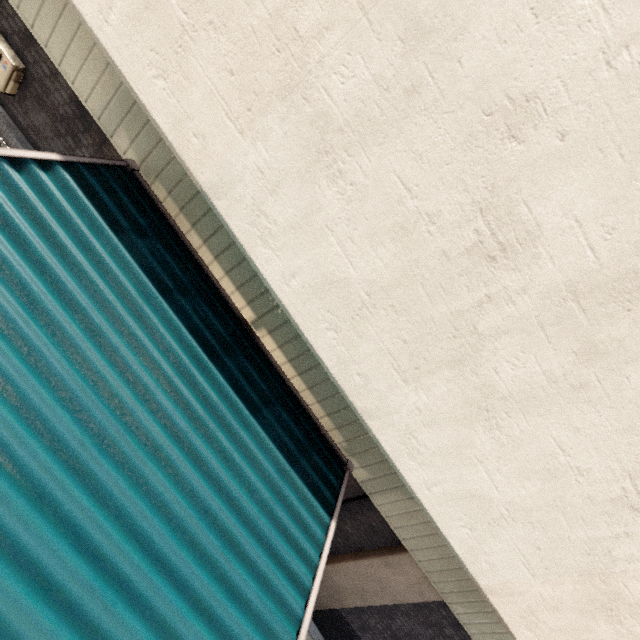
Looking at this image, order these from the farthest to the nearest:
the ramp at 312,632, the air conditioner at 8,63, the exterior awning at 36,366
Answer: the ramp at 312,632
the air conditioner at 8,63
the exterior awning at 36,366

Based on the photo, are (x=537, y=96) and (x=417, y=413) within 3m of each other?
yes

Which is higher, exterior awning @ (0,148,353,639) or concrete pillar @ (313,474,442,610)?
exterior awning @ (0,148,353,639)

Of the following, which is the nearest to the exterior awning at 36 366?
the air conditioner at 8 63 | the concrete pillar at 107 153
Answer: the concrete pillar at 107 153

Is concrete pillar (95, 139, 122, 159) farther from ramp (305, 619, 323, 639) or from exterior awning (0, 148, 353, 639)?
ramp (305, 619, 323, 639)

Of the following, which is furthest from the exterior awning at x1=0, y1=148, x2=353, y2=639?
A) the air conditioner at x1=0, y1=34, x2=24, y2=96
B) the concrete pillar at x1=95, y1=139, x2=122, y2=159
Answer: the air conditioner at x1=0, y1=34, x2=24, y2=96

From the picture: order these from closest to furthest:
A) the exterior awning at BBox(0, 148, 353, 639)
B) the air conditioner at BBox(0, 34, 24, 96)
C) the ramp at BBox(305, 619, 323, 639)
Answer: the exterior awning at BBox(0, 148, 353, 639) < the air conditioner at BBox(0, 34, 24, 96) < the ramp at BBox(305, 619, 323, 639)

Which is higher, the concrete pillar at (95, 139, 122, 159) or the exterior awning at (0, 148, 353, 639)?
the exterior awning at (0, 148, 353, 639)
